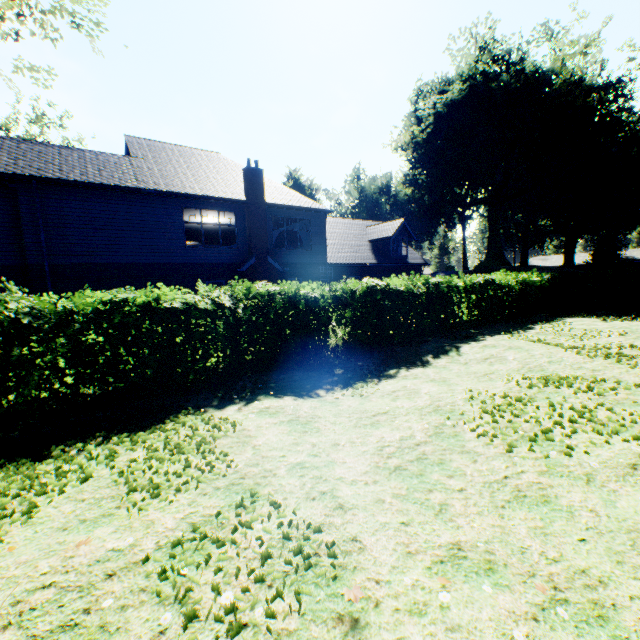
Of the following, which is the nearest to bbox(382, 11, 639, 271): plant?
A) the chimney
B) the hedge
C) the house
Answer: the house

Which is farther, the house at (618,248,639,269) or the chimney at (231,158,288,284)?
the house at (618,248,639,269)

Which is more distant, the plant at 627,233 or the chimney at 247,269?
the plant at 627,233

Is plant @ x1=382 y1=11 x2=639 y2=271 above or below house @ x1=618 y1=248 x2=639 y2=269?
above

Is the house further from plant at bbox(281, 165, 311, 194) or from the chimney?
the chimney

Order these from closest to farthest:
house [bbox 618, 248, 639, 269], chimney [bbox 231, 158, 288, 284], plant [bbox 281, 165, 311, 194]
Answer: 1. chimney [bbox 231, 158, 288, 284]
2. house [bbox 618, 248, 639, 269]
3. plant [bbox 281, 165, 311, 194]

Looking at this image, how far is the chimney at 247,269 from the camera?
17.7 meters

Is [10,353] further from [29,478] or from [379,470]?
[379,470]
